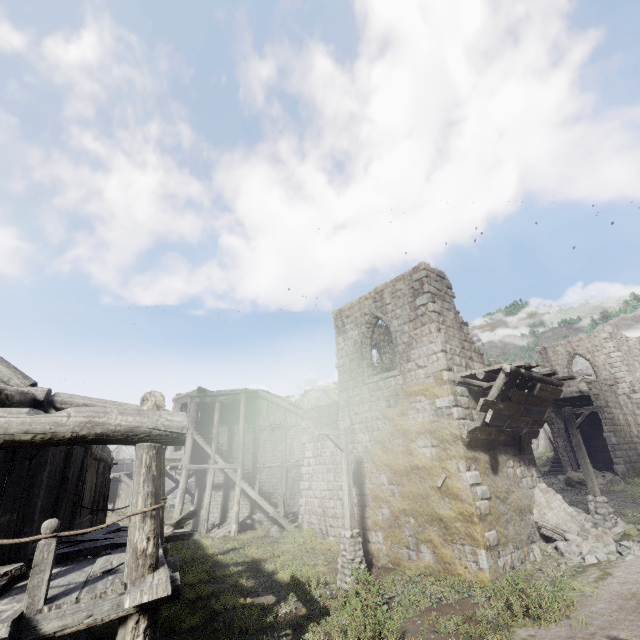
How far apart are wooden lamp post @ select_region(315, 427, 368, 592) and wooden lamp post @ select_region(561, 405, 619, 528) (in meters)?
9.42

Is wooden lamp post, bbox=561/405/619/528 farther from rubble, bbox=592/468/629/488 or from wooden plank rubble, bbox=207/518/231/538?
wooden plank rubble, bbox=207/518/231/538

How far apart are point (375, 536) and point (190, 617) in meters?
6.8

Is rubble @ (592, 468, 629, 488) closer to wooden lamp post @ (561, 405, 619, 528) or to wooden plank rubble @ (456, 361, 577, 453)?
wooden lamp post @ (561, 405, 619, 528)

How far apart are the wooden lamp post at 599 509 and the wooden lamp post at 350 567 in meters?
9.4

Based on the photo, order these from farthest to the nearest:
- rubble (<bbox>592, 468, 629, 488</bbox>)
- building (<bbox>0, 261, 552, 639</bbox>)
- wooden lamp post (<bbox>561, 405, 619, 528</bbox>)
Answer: rubble (<bbox>592, 468, 629, 488</bbox>) → wooden lamp post (<bbox>561, 405, 619, 528</bbox>) → building (<bbox>0, 261, 552, 639</bbox>)

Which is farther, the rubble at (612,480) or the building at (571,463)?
the building at (571,463)

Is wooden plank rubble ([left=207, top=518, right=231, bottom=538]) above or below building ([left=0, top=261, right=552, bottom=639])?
below
